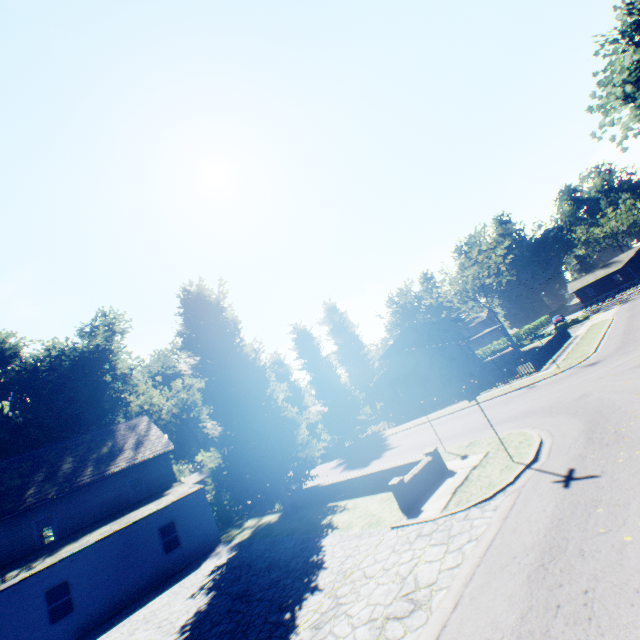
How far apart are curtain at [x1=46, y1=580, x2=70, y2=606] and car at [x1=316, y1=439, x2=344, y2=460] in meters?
21.5

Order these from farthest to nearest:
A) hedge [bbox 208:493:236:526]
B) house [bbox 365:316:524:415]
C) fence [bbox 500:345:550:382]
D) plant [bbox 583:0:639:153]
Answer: house [bbox 365:316:524:415] < hedge [bbox 208:493:236:526] < fence [bbox 500:345:550:382] < plant [bbox 583:0:639:153]

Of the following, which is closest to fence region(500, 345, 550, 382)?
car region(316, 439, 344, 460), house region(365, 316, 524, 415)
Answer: house region(365, 316, 524, 415)

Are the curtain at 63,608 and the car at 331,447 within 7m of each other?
no

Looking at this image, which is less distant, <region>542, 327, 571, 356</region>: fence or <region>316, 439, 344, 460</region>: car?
<region>542, 327, 571, 356</region>: fence

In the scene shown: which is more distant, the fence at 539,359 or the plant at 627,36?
the fence at 539,359

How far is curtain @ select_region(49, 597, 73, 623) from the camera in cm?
1488

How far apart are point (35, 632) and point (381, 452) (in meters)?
19.52
